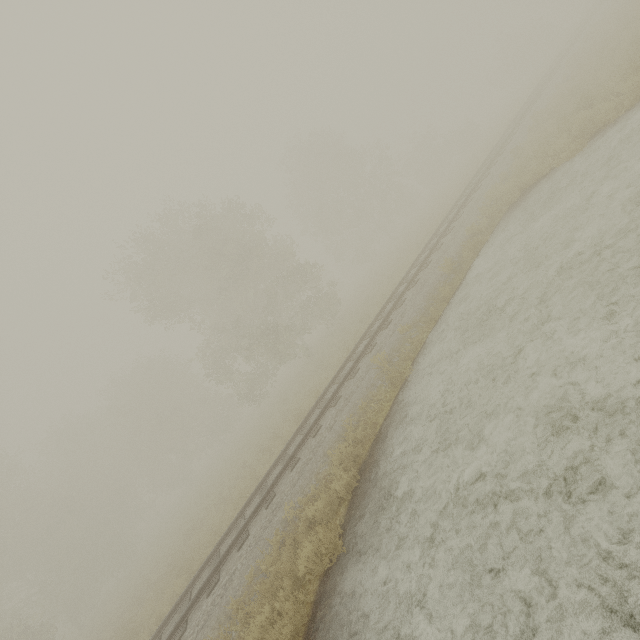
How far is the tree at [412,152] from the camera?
35.8 meters

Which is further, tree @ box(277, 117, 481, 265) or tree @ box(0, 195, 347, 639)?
tree @ box(277, 117, 481, 265)

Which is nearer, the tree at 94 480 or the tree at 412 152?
the tree at 94 480

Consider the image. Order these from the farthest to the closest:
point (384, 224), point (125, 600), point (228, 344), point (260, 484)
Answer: point (384, 224) < point (228, 344) < point (125, 600) < point (260, 484)

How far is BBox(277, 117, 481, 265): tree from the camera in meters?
35.8 m
